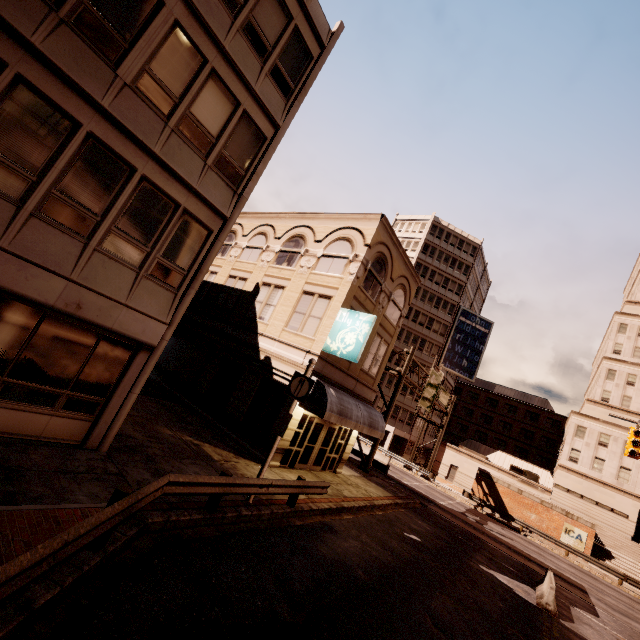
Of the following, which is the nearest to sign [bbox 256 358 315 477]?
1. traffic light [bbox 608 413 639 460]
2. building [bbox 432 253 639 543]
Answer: traffic light [bbox 608 413 639 460]

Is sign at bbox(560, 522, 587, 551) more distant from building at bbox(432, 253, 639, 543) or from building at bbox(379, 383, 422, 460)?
building at bbox(379, 383, 422, 460)

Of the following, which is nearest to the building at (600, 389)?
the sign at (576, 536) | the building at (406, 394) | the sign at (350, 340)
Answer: the building at (406, 394)

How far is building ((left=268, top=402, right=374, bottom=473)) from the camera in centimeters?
1474cm

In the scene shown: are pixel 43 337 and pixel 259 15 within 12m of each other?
yes

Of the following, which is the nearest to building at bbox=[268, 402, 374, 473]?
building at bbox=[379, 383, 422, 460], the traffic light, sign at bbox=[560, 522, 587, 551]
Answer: the traffic light

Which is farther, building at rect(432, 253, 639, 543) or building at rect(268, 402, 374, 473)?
building at rect(432, 253, 639, 543)

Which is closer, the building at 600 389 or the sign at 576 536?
the sign at 576 536
